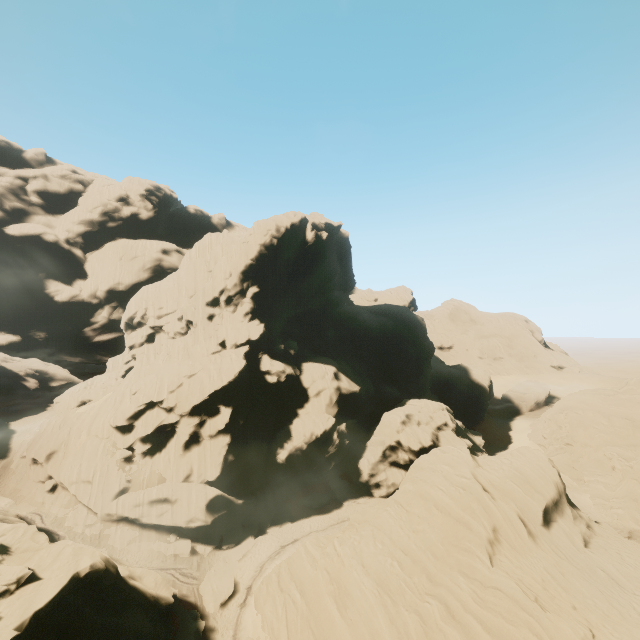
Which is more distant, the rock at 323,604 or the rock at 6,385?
Answer: the rock at 6,385

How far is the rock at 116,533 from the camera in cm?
3412

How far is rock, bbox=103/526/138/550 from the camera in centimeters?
3412cm

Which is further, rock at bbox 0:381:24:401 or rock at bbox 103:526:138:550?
rock at bbox 0:381:24:401

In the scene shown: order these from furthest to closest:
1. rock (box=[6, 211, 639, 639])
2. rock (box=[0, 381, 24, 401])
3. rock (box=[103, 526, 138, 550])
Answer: rock (box=[0, 381, 24, 401]) < rock (box=[103, 526, 138, 550]) < rock (box=[6, 211, 639, 639])

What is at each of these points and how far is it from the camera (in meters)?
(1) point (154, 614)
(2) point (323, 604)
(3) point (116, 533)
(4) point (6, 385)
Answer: (1) rock, 23.34
(2) rock, 22.20
(3) rock, 34.81
(4) rock, 59.47
